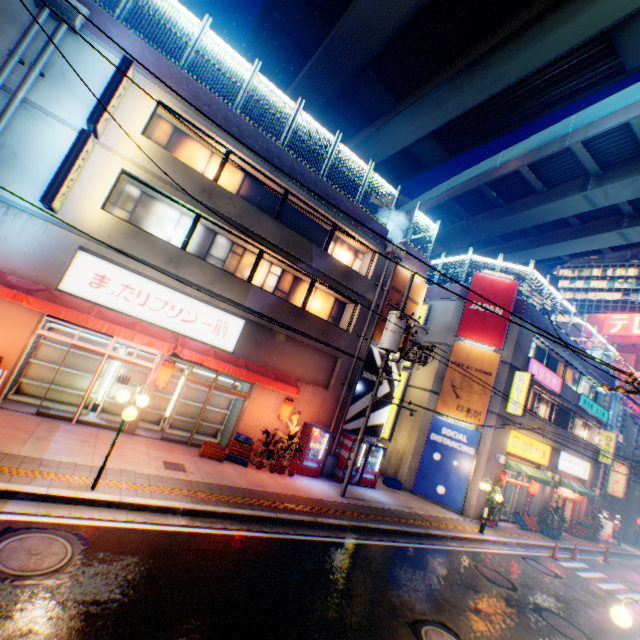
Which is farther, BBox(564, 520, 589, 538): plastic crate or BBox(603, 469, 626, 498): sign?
BBox(603, 469, 626, 498): sign

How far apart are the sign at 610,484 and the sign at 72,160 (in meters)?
45.02

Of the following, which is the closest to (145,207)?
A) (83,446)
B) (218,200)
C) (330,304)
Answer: (218,200)

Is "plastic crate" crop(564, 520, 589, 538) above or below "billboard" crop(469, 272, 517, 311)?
below

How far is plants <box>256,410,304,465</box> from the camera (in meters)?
12.37

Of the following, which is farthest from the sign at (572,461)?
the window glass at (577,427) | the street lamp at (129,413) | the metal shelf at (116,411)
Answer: the street lamp at (129,413)

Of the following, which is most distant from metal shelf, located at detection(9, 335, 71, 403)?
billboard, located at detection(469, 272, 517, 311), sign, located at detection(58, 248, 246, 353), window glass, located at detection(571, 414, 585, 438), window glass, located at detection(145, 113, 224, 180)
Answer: window glass, located at detection(571, 414, 585, 438)

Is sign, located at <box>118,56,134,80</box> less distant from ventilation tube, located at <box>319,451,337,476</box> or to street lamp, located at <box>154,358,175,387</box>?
street lamp, located at <box>154,358,175,387</box>
